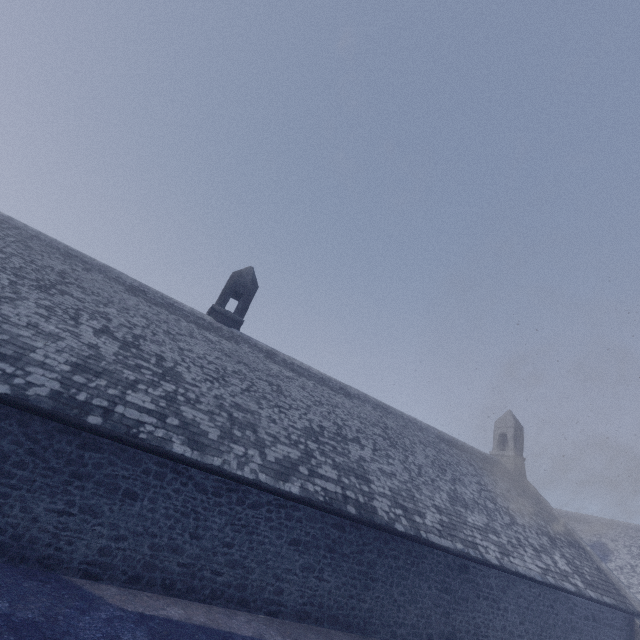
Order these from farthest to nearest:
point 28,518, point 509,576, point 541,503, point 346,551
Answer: point 541,503 → point 509,576 → point 346,551 → point 28,518
